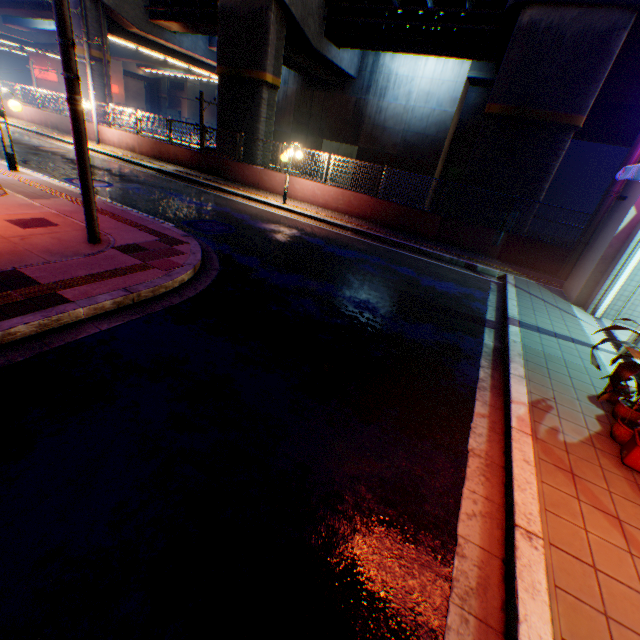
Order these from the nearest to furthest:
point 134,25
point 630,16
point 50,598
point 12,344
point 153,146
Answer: point 50,598, point 12,344, point 630,16, point 153,146, point 134,25

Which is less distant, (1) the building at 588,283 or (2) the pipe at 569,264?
(1) the building at 588,283

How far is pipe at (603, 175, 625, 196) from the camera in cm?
830

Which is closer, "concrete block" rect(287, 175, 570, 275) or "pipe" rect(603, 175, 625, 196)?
"pipe" rect(603, 175, 625, 196)

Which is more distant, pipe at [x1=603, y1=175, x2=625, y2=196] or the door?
pipe at [x1=603, y1=175, x2=625, y2=196]

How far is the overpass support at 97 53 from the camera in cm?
2070

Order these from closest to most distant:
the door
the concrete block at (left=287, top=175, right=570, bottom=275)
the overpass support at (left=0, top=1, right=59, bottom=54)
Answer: the door → the concrete block at (left=287, top=175, right=570, bottom=275) → the overpass support at (left=0, top=1, right=59, bottom=54)

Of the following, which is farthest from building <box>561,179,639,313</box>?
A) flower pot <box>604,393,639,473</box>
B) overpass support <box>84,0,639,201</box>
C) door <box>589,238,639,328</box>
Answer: overpass support <box>84,0,639,201</box>
